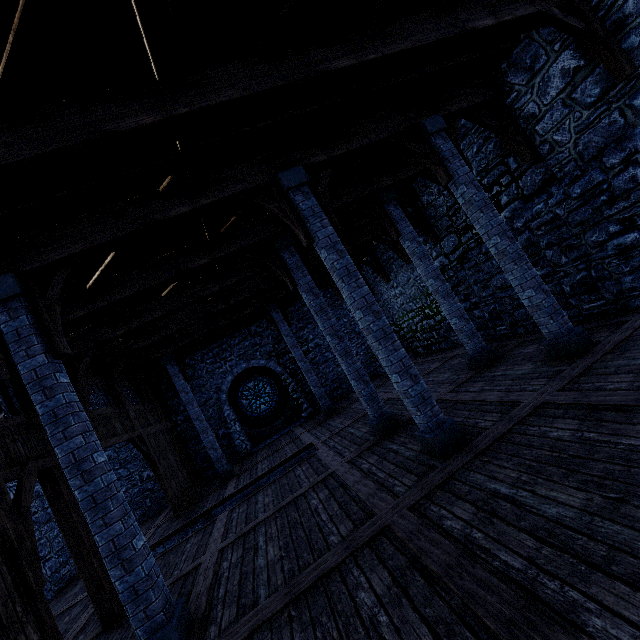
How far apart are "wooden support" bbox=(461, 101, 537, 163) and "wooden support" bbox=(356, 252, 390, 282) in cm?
805

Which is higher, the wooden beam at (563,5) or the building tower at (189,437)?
the wooden beam at (563,5)

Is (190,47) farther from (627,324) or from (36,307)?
(627,324)

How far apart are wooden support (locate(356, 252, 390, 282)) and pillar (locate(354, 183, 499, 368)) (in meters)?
5.74

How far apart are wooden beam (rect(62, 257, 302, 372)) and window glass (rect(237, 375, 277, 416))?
6.3m

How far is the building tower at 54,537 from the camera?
10.0 meters

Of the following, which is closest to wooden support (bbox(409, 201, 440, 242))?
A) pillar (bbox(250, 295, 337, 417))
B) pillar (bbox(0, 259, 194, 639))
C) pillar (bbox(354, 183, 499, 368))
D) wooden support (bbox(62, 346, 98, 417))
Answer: pillar (bbox(354, 183, 499, 368))

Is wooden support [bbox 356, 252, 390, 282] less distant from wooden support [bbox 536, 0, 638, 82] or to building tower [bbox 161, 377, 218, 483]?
building tower [bbox 161, 377, 218, 483]
